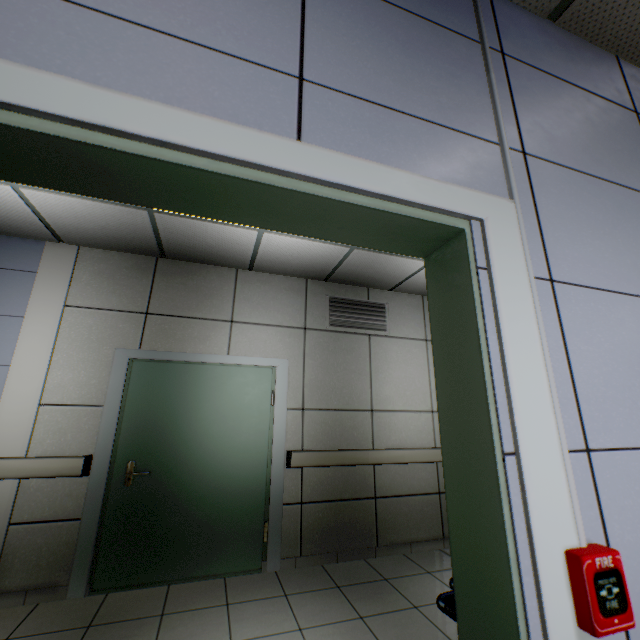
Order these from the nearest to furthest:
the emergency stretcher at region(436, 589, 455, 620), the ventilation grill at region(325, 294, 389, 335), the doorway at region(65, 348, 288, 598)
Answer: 1. the emergency stretcher at region(436, 589, 455, 620)
2. the doorway at region(65, 348, 288, 598)
3. the ventilation grill at region(325, 294, 389, 335)

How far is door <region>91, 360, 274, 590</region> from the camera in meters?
3.0

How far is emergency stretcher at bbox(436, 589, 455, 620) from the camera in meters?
1.5

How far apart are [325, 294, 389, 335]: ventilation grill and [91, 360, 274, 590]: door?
0.95m

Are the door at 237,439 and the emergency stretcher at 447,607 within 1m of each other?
no

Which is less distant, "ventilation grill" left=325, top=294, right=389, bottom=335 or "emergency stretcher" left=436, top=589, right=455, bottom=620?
"emergency stretcher" left=436, top=589, right=455, bottom=620

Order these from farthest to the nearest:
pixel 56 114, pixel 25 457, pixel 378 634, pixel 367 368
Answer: pixel 367 368, pixel 25 457, pixel 378 634, pixel 56 114

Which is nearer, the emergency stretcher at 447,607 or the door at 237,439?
the emergency stretcher at 447,607
